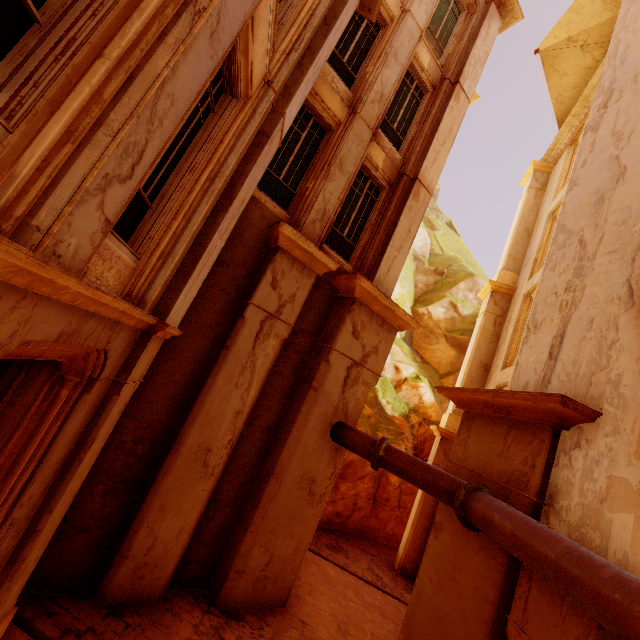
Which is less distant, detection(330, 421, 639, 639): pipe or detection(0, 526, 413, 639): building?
detection(330, 421, 639, 639): pipe

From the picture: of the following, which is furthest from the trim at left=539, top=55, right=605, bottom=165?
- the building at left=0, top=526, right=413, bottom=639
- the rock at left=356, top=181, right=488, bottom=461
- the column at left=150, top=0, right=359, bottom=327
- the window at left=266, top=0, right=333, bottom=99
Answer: the building at left=0, top=526, right=413, bottom=639

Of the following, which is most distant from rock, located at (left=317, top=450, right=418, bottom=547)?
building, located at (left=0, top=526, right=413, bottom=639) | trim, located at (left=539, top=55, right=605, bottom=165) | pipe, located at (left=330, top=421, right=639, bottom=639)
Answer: trim, located at (left=539, top=55, right=605, bottom=165)

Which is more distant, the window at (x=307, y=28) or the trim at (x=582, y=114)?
the trim at (x=582, y=114)

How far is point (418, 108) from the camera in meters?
10.1 m

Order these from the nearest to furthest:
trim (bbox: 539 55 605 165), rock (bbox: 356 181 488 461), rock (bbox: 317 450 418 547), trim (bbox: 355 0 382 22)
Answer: trim (bbox: 355 0 382 22), trim (bbox: 539 55 605 165), rock (bbox: 317 450 418 547), rock (bbox: 356 181 488 461)

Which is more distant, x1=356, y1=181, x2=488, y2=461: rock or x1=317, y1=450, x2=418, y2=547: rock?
x1=356, y1=181, x2=488, y2=461: rock

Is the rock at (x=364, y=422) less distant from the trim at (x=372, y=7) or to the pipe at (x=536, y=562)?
the pipe at (x=536, y=562)
